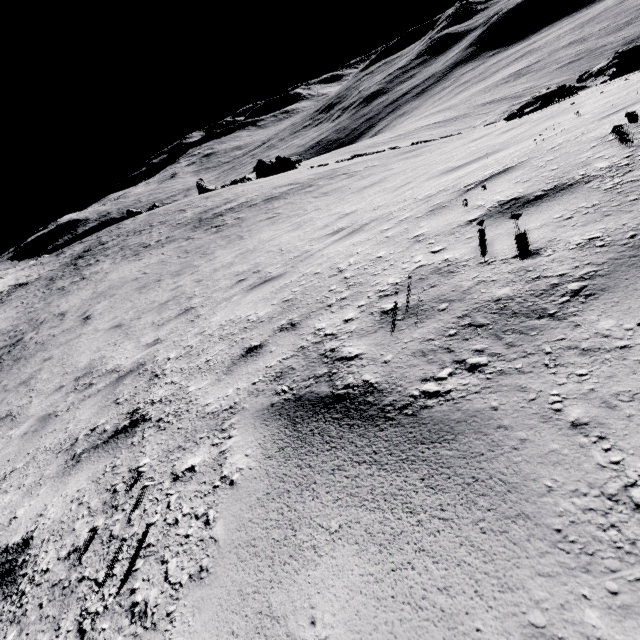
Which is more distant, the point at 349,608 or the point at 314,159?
the point at 314,159

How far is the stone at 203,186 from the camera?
45.18m

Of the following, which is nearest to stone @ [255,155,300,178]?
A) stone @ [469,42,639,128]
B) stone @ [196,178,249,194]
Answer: stone @ [196,178,249,194]

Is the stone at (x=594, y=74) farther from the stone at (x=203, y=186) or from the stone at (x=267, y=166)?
the stone at (x=203, y=186)

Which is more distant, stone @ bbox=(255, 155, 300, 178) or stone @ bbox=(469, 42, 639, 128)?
stone @ bbox=(255, 155, 300, 178)

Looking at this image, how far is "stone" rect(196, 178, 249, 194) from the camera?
45.2 meters

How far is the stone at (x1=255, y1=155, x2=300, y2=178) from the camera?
45.3m

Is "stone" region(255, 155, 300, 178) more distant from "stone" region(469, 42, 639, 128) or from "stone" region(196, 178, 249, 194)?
"stone" region(469, 42, 639, 128)
